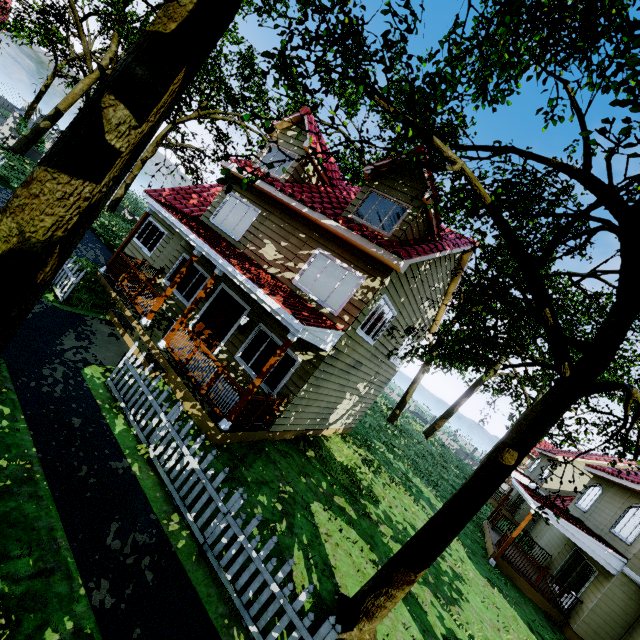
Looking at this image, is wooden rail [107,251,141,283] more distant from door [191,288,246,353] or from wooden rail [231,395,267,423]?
wooden rail [231,395,267,423]

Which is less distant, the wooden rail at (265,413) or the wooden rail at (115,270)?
the wooden rail at (265,413)

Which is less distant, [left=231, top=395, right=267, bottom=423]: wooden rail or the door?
[left=231, top=395, right=267, bottom=423]: wooden rail

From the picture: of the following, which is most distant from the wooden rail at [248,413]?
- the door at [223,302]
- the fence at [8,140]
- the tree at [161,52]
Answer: the fence at [8,140]

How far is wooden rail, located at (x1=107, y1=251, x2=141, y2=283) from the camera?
10.8m

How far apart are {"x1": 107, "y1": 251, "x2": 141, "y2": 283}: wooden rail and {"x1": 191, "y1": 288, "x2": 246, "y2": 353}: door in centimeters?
270cm

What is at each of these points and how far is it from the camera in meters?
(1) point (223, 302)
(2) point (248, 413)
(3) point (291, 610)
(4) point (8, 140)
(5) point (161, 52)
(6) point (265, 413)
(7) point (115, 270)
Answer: (1) door, 11.1
(2) wooden rail, 8.0
(3) fence, 4.2
(4) fence, 19.5
(5) tree, 3.6
(6) wooden rail, 8.7
(7) wooden rail, 11.0

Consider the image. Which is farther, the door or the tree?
the door
